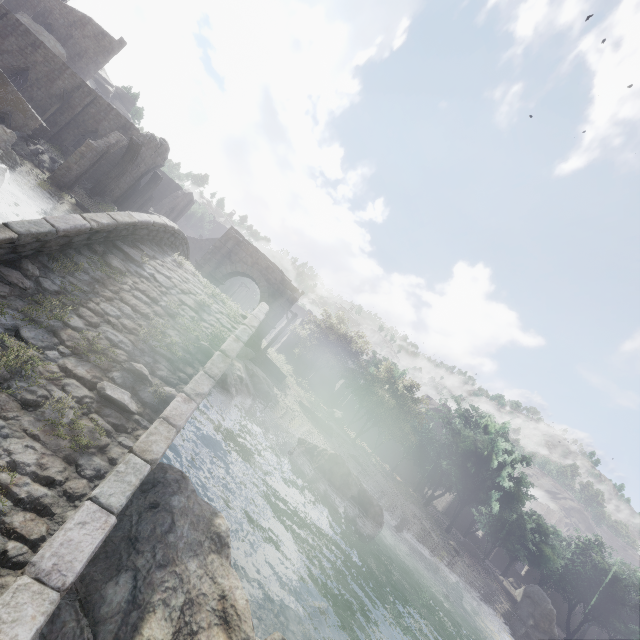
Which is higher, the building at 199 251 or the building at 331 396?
the building at 199 251

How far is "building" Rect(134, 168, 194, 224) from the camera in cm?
3297

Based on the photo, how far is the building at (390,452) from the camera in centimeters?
4631cm

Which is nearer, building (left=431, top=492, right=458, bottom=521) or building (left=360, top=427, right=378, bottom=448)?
building (left=360, top=427, right=378, bottom=448)

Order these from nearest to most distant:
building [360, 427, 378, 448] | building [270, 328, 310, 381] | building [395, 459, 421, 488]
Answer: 1. building [270, 328, 310, 381]
2. building [360, 427, 378, 448]
3. building [395, 459, 421, 488]

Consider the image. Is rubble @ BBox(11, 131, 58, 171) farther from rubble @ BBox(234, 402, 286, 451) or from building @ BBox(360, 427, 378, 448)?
rubble @ BBox(234, 402, 286, 451)

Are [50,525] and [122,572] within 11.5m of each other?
yes
